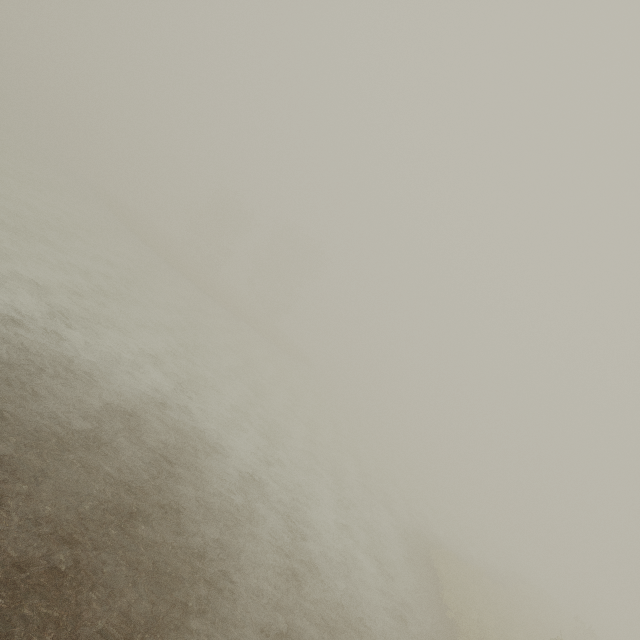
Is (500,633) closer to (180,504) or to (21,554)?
(180,504)
